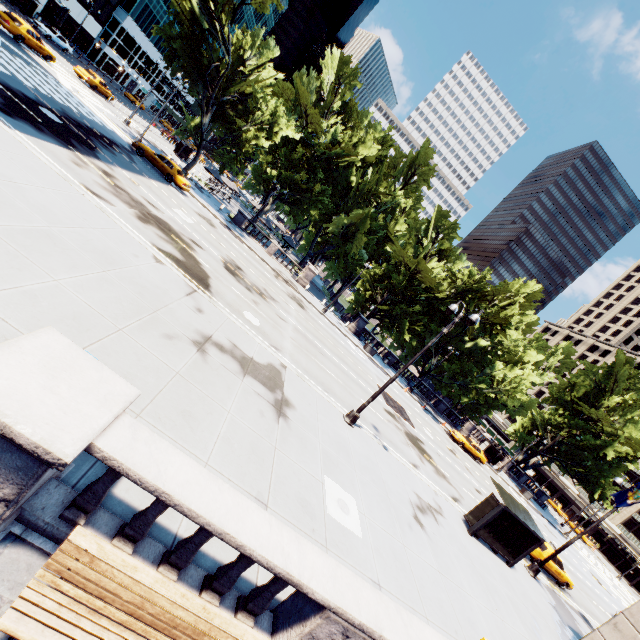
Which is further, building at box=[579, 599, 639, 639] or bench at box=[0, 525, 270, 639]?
building at box=[579, 599, 639, 639]

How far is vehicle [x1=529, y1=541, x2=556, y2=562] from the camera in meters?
20.2 m

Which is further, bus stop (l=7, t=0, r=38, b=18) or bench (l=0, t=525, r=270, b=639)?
bus stop (l=7, t=0, r=38, b=18)

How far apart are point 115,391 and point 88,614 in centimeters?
231cm

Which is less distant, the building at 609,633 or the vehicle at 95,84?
the building at 609,633

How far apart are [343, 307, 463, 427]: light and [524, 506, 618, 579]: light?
13.82m

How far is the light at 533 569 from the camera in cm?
1719

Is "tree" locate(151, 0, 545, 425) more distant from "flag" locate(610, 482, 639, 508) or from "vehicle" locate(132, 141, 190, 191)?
"flag" locate(610, 482, 639, 508)
